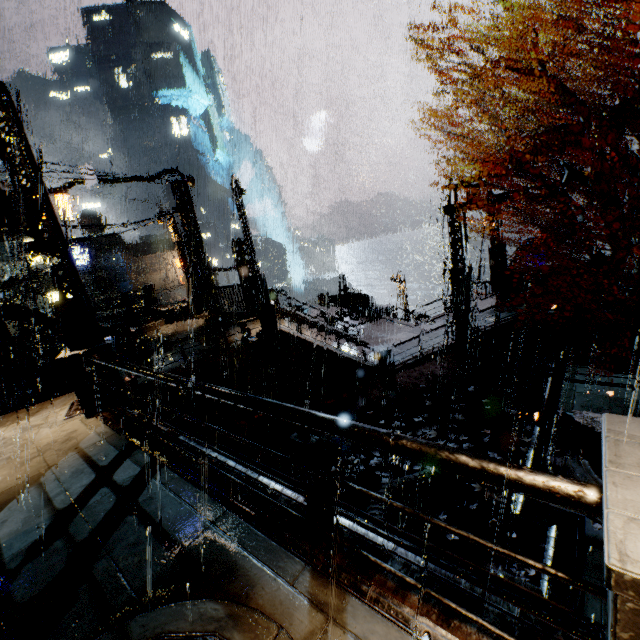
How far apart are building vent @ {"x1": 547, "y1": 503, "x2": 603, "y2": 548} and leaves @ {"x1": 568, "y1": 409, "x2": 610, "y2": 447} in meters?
0.0 m

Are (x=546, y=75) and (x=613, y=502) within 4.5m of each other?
no

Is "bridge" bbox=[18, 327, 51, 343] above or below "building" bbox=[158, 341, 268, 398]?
above

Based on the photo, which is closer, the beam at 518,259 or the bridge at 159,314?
the beam at 518,259

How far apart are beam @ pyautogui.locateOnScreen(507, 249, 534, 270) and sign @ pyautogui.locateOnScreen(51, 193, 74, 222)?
44.5 meters

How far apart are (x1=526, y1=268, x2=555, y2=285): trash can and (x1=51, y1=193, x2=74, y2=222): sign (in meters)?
46.25

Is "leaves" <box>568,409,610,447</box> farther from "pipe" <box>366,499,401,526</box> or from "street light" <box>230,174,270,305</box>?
"street light" <box>230,174,270,305</box>

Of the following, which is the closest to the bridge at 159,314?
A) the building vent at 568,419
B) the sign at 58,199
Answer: the sign at 58,199
